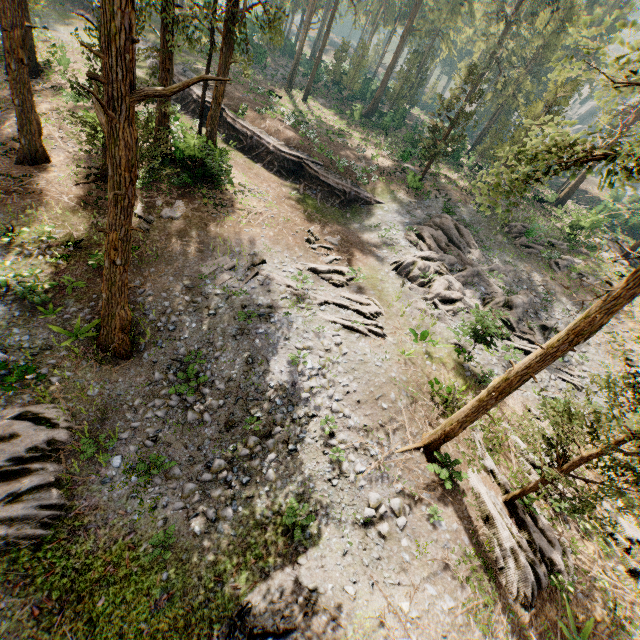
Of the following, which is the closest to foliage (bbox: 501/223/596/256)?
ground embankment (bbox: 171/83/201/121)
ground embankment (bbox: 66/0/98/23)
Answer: ground embankment (bbox: 171/83/201/121)

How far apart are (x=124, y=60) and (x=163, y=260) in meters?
10.6 m

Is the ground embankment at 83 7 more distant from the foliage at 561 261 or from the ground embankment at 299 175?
the ground embankment at 299 175

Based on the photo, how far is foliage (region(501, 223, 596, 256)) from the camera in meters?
27.0 m

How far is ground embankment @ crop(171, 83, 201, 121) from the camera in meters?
28.5 m
